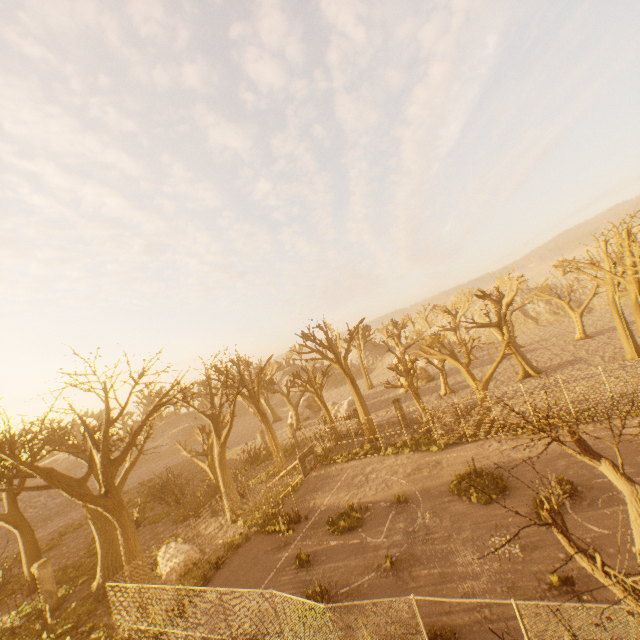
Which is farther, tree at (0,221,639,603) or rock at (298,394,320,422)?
rock at (298,394,320,422)

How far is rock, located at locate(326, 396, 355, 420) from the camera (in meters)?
38.97

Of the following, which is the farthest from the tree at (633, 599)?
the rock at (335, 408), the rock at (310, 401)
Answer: the rock at (335, 408)

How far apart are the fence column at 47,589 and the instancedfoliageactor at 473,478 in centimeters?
2227cm

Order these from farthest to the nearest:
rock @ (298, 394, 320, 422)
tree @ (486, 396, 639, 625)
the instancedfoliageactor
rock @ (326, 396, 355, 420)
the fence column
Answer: rock @ (298, 394, 320, 422)
rock @ (326, 396, 355, 420)
the fence column
the instancedfoliageactor
tree @ (486, 396, 639, 625)

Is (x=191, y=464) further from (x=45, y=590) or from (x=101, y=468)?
(x=101, y=468)

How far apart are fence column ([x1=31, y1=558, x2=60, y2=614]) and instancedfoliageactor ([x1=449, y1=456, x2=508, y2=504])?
22.3 meters

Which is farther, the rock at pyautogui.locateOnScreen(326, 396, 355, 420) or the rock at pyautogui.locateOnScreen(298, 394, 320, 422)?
the rock at pyautogui.locateOnScreen(298, 394, 320, 422)
